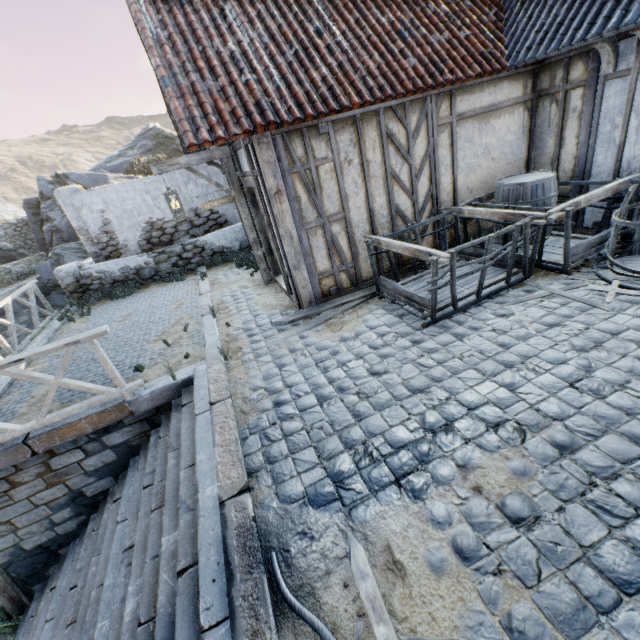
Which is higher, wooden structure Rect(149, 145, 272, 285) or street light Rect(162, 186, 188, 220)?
wooden structure Rect(149, 145, 272, 285)

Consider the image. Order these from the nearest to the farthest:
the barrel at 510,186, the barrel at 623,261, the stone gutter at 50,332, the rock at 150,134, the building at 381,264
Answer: the barrel at 623,261, the barrel at 510,186, the building at 381,264, the stone gutter at 50,332, the rock at 150,134

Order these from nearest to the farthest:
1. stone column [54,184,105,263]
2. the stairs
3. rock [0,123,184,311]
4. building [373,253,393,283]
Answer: the stairs, building [373,253,393,283], stone column [54,184,105,263], rock [0,123,184,311]

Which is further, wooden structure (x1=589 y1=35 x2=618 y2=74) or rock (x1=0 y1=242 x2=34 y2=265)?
rock (x1=0 y1=242 x2=34 y2=265)

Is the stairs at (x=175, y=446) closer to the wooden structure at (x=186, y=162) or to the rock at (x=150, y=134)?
the wooden structure at (x=186, y=162)

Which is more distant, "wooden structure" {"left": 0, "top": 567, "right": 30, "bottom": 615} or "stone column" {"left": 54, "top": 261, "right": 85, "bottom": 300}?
"stone column" {"left": 54, "top": 261, "right": 85, "bottom": 300}

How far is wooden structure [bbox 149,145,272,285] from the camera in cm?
607

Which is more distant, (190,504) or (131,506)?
(131,506)
